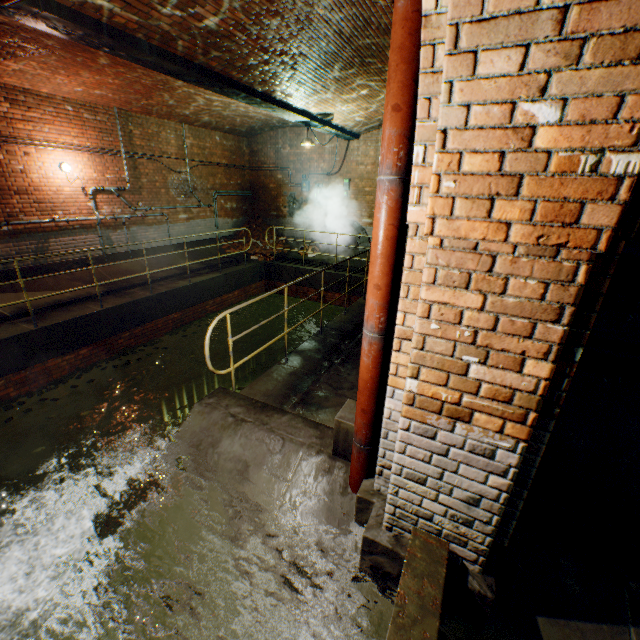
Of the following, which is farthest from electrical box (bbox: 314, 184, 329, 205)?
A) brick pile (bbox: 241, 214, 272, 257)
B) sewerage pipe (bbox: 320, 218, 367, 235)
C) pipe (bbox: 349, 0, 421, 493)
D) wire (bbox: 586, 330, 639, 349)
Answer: wire (bbox: 586, 330, 639, 349)

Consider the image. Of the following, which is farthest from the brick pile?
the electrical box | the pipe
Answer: the pipe

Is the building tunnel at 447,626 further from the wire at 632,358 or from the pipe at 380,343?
the pipe at 380,343

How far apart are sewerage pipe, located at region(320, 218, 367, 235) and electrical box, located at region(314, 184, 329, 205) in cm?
57

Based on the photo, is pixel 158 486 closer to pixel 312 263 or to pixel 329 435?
pixel 329 435

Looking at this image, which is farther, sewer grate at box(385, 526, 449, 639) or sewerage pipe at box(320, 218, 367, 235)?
sewerage pipe at box(320, 218, 367, 235)

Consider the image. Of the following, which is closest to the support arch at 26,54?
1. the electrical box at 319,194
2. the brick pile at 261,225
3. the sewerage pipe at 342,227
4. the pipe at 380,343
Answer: the pipe at 380,343

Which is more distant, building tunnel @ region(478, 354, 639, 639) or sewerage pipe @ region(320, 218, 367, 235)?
sewerage pipe @ region(320, 218, 367, 235)
